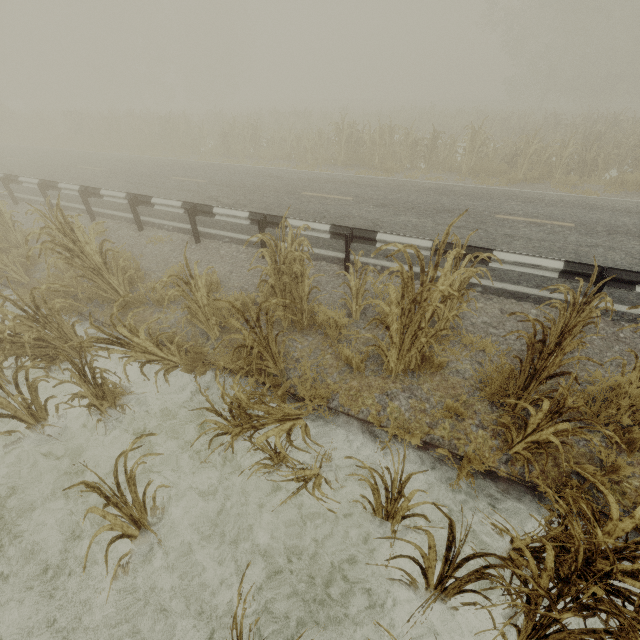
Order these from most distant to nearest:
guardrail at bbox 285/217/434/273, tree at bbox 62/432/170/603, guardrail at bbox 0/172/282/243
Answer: guardrail at bbox 0/172/282/243 → guardrail at bbox 285/217/434/273 → tree at bbox 62/432/170/603

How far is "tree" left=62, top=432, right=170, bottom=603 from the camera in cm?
252

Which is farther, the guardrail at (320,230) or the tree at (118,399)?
the guardrail at (320,230)

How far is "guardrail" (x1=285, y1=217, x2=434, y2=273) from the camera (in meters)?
5.86

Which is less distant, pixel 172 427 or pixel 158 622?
pixel 158 622

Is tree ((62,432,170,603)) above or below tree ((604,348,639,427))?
below
